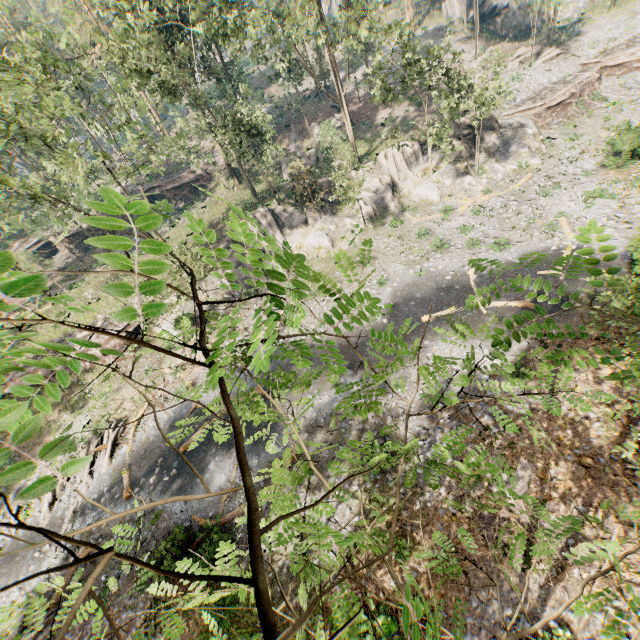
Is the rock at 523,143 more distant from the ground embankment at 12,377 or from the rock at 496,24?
the rock at 496,24

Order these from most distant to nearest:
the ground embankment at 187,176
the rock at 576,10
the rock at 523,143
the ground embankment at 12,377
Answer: the rock at 576,10, the ground embankment at 187,176, the rock at 523,143, the ground embankment at 12,377

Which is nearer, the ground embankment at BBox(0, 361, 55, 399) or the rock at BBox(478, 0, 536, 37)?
the ground embankment at BBox(0, 361, 55, 399)

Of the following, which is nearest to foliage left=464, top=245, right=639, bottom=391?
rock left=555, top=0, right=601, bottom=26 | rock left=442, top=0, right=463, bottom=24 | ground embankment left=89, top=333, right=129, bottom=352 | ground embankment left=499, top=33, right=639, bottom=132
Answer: ground embankment left=89, top=333, right=129, bottom=352

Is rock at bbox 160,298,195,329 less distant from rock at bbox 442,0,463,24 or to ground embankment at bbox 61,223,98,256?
ground embankment at bbox 61,223,98,256

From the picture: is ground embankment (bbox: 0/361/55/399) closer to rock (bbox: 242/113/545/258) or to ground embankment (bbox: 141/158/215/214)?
rock (bbox: 242/113/545/258)

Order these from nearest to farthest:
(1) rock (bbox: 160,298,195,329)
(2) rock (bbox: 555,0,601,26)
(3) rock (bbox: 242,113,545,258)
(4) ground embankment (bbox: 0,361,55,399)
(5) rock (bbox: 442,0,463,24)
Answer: (1) rock (bbox: 160,298,195,329) < (4) ground embankment (bbox: 0,361,55,399) < (3) rock (bbox: 242,113,545,258) < (2) rock (bbox: 555,0,601,26) < (5) rock (bbox: 442,0,463,24)

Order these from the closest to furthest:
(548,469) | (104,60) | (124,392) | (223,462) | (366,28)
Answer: (548,469), (223,462), (366,28), (104,60), (124,392)
